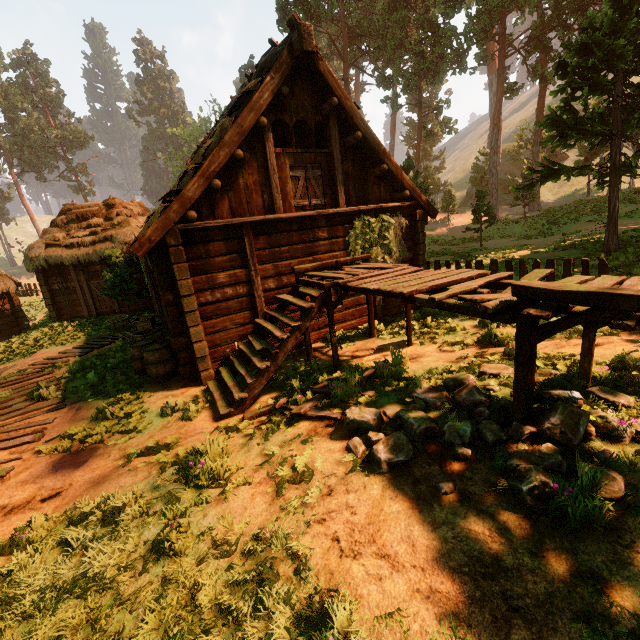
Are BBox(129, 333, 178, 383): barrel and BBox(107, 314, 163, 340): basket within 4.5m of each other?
yes

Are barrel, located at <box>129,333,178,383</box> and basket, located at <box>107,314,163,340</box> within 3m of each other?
yes

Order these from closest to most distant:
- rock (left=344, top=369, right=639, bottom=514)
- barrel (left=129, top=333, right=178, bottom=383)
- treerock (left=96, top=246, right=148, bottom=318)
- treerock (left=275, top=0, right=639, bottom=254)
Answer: rock (left=344, top=369, right=639, bottom=514) → barrel (left=129, top=333, right=178, bottom=383) → treerock (left=275, top=0, right=639, bottom=254) → treerock (left=96, top=246, right=148, bottom=318)

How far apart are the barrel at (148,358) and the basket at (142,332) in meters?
1.9 m

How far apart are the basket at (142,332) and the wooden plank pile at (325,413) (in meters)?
7.39

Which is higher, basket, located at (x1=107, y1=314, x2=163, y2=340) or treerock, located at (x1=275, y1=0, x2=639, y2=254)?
treerock, located at (x1=275, y1=0, x2=639, y2=254)

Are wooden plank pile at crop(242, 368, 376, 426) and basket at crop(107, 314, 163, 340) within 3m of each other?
no

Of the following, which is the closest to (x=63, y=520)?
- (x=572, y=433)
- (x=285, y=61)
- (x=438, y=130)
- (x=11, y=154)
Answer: (x=572, y=433)
